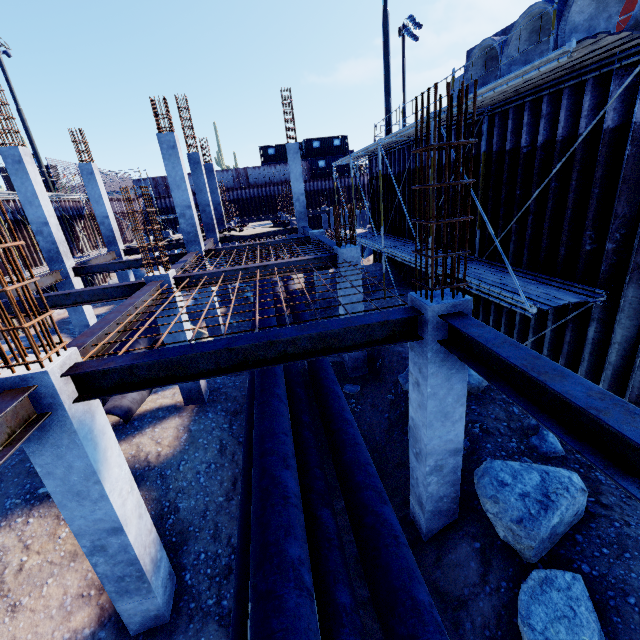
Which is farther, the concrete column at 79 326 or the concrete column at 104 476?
the concrete column at 79 326

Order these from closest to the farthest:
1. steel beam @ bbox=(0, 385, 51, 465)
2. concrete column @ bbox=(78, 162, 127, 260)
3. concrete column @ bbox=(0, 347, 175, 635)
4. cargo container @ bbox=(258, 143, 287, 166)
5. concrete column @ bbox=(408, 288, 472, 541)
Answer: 1. steel beam @ bbox=(0, 385, 51, 465)
2. concrete column @ bbox=(0, 347, 175, 635)
3. concrete column @ bbox=(408, 288, 472, 541)
4. concrete column @ bbox=(78, 162, 127, 260)
5. cargo container @ bbox=(258, 143, 287, 166)

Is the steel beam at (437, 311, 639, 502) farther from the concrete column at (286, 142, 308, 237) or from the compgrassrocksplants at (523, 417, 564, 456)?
the concrete column at (286, 142, 308, 237)

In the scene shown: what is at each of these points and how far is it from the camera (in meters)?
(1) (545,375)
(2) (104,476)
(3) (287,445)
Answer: (1) steel beam, 2.64
(2) concrete column, 4.14
(3) pipe, 5.16

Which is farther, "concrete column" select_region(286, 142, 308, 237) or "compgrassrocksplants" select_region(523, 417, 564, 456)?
"concrete column" select_region(286, 142, 308, 237)

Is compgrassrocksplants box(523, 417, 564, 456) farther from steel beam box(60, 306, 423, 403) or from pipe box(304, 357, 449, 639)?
steel beam box(60, 306, 423, 403)

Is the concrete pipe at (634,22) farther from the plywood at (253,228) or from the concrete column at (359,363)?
the plywood at (253,228)

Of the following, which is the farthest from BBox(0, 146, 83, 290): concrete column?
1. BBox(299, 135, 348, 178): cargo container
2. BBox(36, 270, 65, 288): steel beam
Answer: BBox(299, 135, 348, 178): cargo container
